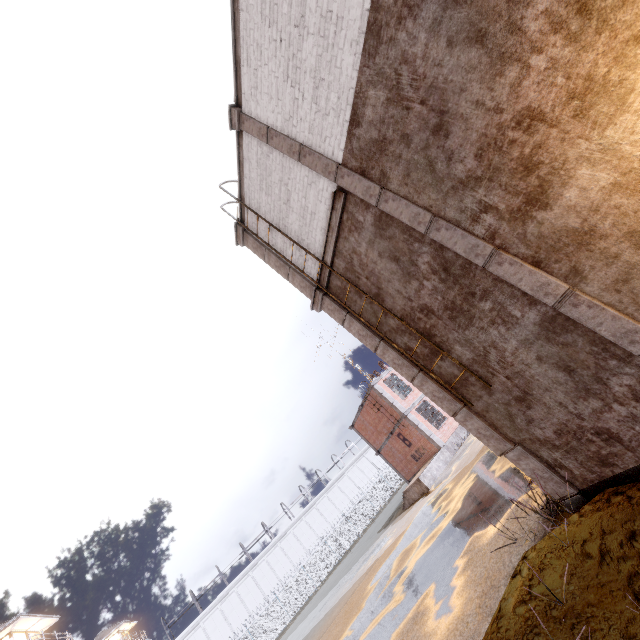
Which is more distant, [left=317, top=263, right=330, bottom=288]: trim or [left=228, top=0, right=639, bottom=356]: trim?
[left=317, top=263, right=330, bottom=288]: trim

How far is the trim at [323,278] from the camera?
7.09m

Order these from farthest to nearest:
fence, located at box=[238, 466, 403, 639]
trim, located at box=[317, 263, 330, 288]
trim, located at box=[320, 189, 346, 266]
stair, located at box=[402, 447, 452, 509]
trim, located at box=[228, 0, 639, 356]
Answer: fence, located at box=[238, 466, 403, 639] < stair, located at box=[402, 447, 452, 509] < trim, located at box=[317, 263, 330, 288] < trim, located at box=[320, 189, 346, 266] < trim, located at box=[228, 0, 639, 356]

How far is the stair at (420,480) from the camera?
19.7 meters

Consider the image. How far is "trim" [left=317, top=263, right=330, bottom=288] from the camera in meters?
7.1

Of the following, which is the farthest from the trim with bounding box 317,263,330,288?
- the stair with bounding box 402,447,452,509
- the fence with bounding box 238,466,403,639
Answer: the stair with bounding box 402,447,452,509

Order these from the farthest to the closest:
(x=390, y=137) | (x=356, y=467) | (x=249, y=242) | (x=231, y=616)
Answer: (x=356, y=467) → (x=231, y=616) → (x=249, y=242) → (x=390, y=137)
